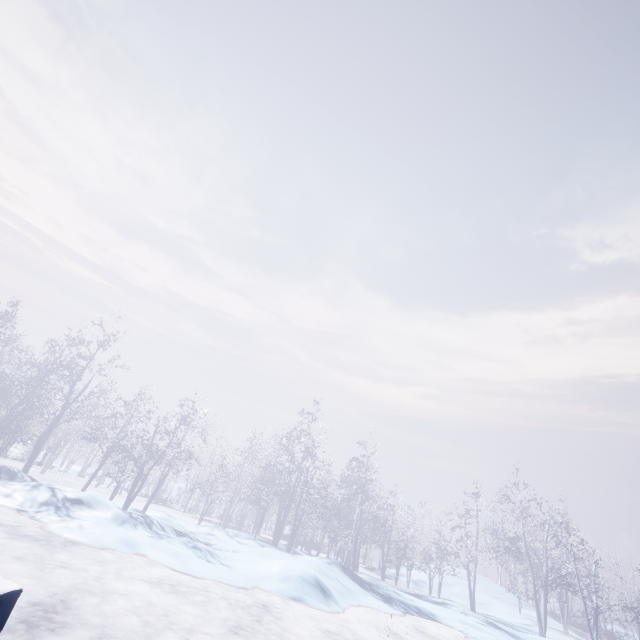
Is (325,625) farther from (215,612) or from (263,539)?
(263,539)
